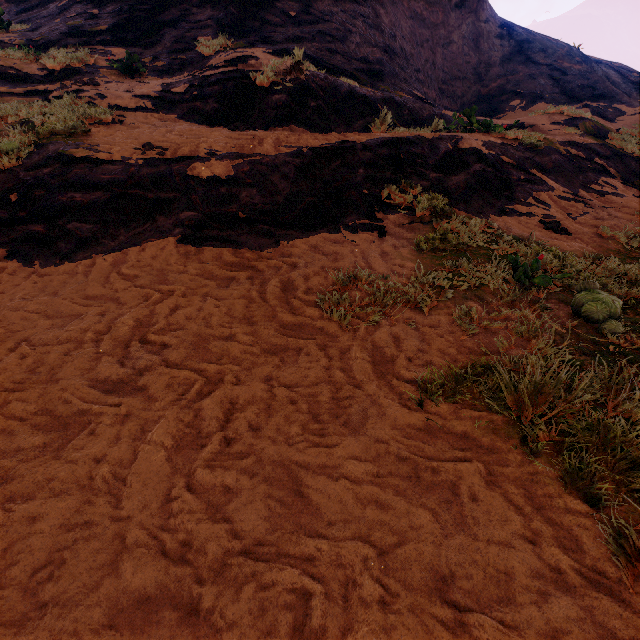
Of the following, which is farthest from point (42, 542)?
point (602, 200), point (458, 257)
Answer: point (602, 200)
